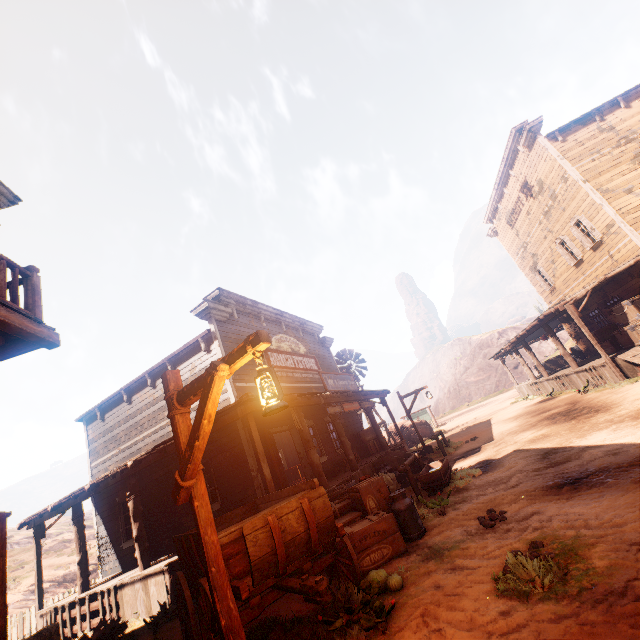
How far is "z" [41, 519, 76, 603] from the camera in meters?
23.0

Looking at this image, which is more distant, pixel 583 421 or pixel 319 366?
pixel 319 366

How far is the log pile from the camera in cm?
1236

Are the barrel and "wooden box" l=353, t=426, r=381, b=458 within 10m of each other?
yes

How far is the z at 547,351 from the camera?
39.16m

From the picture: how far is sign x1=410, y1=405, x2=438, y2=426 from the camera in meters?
33.0 m

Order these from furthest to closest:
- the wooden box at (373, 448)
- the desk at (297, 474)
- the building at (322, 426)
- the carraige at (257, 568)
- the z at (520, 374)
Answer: the z at (520, 374), the desk at (297, 474), the wooden box at (373, 448), the building at (322, 426), the carraige at (257, 568)
